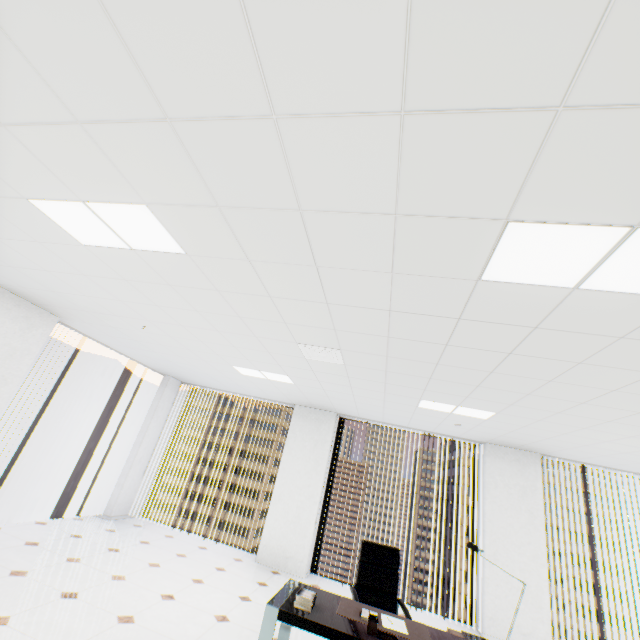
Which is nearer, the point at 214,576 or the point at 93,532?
the point at 214,576

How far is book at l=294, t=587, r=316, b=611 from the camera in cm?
265

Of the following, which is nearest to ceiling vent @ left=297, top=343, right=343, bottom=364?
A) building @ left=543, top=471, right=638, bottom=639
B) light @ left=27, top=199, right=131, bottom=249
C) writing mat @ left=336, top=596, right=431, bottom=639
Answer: light @ left=27, top=199, right=131, bottom=249

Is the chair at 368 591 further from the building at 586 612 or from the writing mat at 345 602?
the building at 586 612

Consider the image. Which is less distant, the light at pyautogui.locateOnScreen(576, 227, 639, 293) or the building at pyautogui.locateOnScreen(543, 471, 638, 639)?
the light at pyautogui.locateOnScreen(576, 227, 639, 293)

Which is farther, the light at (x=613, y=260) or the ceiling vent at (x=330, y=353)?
the ceiling vent at (x=330, y=353)

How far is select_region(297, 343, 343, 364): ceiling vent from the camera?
3.6m

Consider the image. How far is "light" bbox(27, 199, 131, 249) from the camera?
2.2 meters
